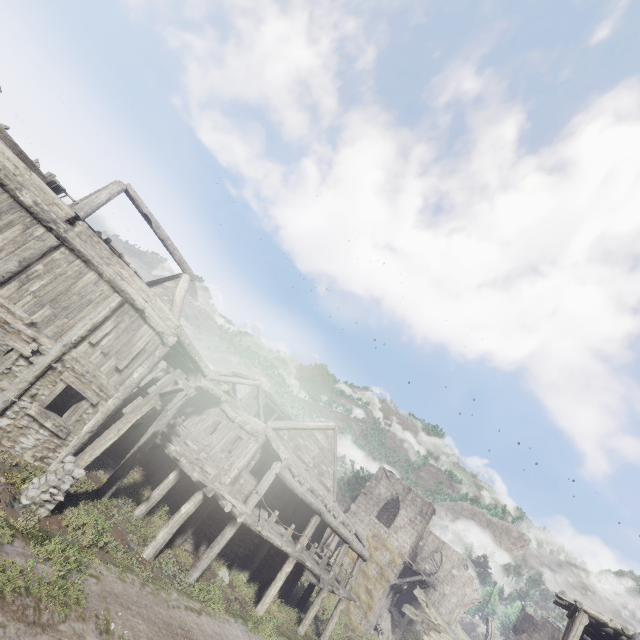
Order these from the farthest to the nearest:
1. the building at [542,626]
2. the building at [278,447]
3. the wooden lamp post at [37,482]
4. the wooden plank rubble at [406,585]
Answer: the wooden plank rubble at [406,585]
the building at [542,626]
the building at [278,447]
the wooden lamp post at [37,482]

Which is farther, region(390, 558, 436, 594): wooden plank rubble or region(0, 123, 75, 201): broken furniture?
region(390, 558, 436, 594): wooden plank rubble

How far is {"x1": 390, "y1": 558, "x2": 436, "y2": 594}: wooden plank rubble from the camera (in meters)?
26.31

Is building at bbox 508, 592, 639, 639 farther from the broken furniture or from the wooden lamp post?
the wooden lamp post

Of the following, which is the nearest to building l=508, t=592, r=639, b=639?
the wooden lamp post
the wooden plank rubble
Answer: the wooden plank rubble

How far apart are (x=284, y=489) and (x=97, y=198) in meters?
16.2

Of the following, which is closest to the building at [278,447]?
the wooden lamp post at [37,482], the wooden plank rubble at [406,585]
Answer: the wooden plank rubble at [406,585]
